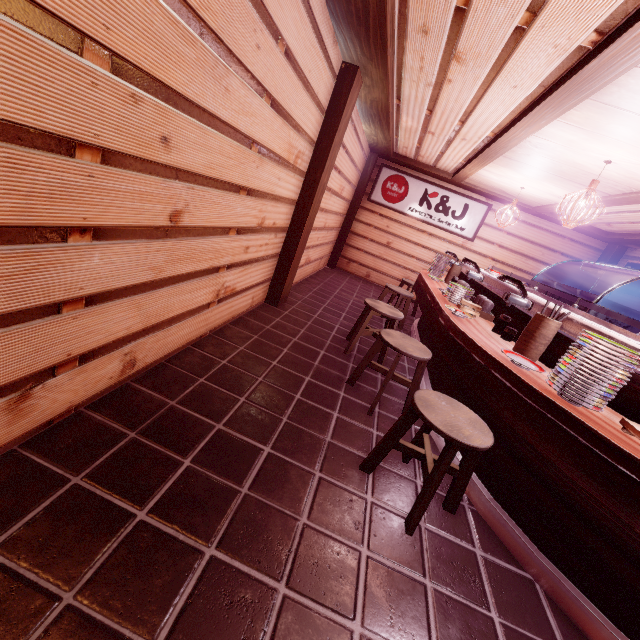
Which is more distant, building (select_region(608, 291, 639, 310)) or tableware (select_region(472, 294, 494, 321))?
building (select_region(608, 291, 639, 310))

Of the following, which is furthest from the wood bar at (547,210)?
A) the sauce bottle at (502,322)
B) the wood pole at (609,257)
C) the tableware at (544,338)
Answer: the sauce bottle at (502,322)

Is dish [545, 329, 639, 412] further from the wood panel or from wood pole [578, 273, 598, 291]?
wood pole [578, 273, 598, 291]

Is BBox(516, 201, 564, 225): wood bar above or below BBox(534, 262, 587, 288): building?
above

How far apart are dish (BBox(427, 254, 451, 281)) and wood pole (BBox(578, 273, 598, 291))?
7.8 meters

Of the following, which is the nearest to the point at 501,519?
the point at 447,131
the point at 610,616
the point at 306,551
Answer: the point at 610,616

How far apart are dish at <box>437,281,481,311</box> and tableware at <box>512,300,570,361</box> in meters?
1.8 m

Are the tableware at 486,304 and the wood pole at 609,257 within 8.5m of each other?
no
